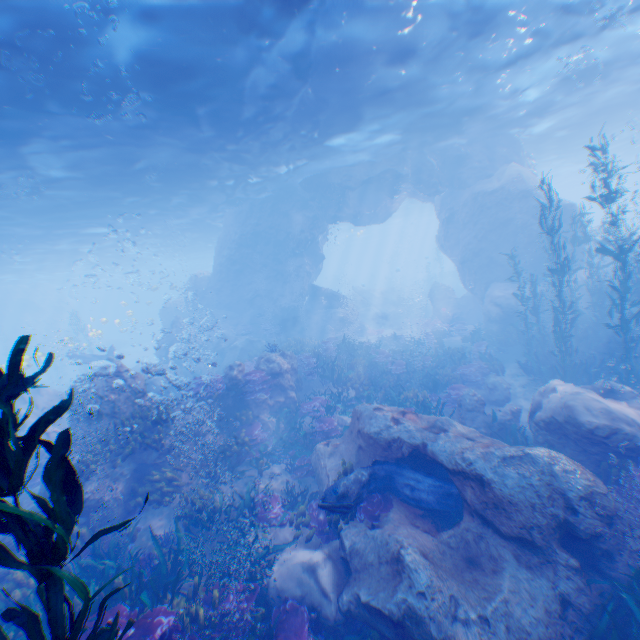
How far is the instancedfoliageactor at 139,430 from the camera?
9.2 meters

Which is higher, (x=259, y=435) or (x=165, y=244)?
(x=165, y=244)

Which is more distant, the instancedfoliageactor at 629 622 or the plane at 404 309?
the plane at 404 309

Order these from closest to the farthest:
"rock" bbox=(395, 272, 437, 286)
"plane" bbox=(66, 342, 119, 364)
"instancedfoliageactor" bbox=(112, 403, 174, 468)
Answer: "instancedfoliageactor" bbox=(112, 403, 174, 468)
"plane" bbox=(66, 342, 119, 364)
"rock" bbox=(395, 272, 437, 286)

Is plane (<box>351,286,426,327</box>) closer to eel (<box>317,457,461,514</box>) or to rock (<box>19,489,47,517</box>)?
rock (<box>19,489,47,517</box>)

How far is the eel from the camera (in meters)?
6.50

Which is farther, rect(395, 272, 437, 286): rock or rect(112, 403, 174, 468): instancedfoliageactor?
rect(395, 272, 437, 286): rock

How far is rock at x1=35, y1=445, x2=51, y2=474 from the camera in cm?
1210
